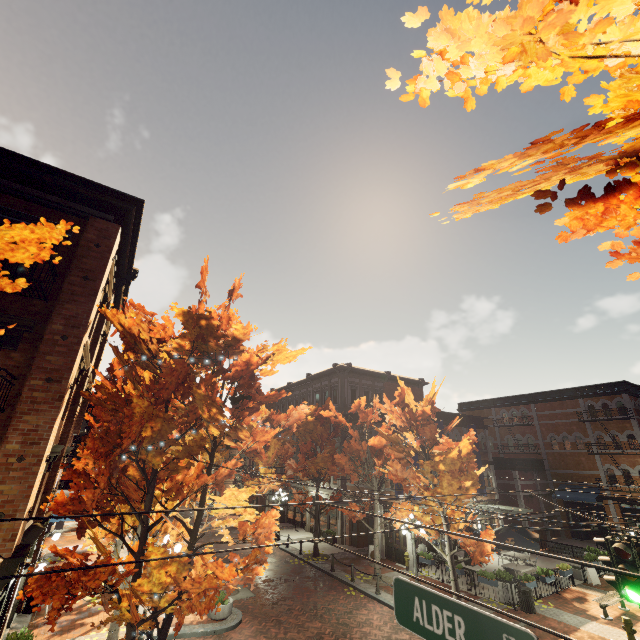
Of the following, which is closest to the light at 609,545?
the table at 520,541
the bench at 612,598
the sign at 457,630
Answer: the sign at 457,630

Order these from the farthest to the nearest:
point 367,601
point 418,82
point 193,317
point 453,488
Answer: point 367,601 → point 453,488 → point 193,317 → point 418,82

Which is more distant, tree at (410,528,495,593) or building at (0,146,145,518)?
tree at (410,528,495,593)

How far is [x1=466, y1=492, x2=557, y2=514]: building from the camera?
24.9m

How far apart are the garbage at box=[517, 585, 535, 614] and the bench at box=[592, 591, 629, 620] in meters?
2.6

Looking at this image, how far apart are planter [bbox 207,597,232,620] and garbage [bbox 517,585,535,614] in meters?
12.9 m

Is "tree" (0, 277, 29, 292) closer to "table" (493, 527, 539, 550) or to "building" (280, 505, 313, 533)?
"building" (280, 505, 313, 533)

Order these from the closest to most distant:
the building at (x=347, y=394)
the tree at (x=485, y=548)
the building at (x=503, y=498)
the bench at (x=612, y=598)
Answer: the tree at (x=485, y=548) < the bench at (x=612, y=598) < the building at (x=503, y=498) < the building at (x=347, y=394)
